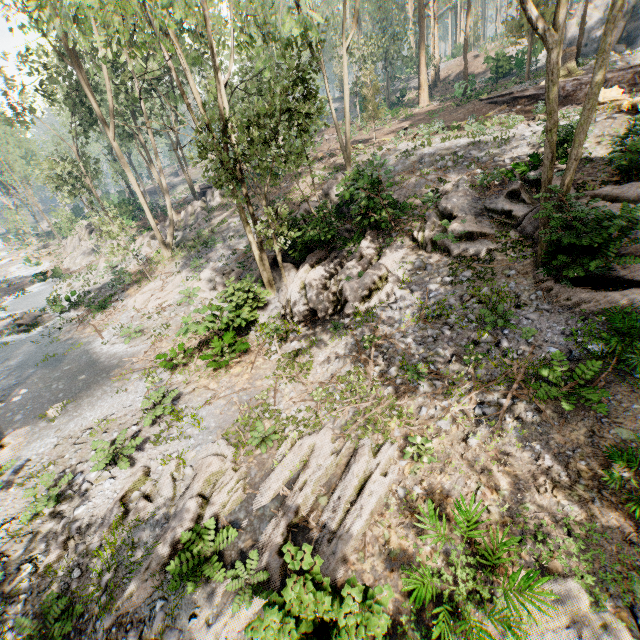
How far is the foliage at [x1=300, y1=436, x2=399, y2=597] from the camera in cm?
644

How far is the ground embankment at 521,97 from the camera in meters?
22.3 m

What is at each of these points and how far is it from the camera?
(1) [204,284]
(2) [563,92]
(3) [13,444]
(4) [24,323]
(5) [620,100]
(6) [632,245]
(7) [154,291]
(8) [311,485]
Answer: (1) foliage, 20.55m
(2) ground embankment, 21.61m
(3) foliage, 11.91m
(4) foliage, 23.05m
(5) tree trunk, 14.57m
(6) foliage, 9.17m
(7) foliage, 21.86m
(8) foliage, 7.99m

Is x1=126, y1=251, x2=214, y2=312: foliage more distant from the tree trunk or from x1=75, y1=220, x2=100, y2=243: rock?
the tree trunk

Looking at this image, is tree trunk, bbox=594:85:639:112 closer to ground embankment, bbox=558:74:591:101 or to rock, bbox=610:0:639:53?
ground embankment, bbox=558:74:591:101

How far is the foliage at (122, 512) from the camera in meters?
8.3

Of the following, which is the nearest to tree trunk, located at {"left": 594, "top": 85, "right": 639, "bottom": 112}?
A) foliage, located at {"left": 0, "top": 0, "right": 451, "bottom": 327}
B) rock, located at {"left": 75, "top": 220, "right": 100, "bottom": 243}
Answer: foliage, located at {"left": 0, "top": 0, "right": 451, "bottom": 327}

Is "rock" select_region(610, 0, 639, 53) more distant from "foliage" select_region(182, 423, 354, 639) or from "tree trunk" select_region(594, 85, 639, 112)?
"tree trunk" select_region(594, 85, 639, 112)
